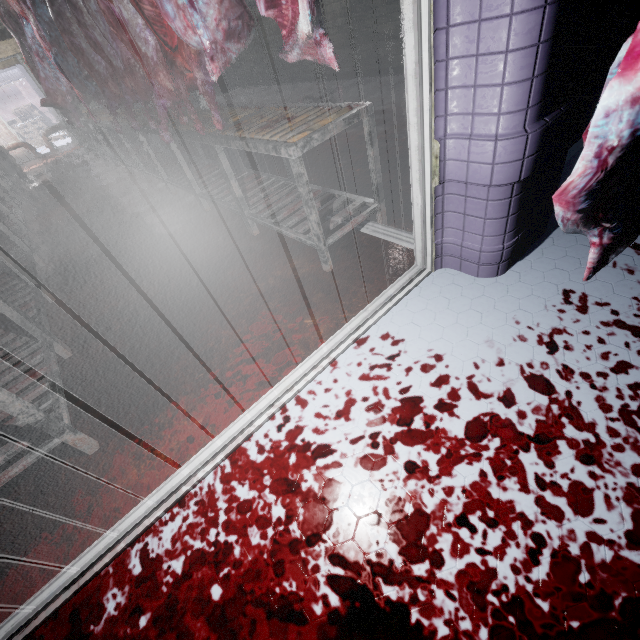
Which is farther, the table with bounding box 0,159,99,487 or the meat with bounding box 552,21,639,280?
the table with bounding box 0,159,99,487

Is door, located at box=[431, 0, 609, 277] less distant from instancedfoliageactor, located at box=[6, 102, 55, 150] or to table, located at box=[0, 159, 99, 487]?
table, located at box=[0, 159, 99, 487]

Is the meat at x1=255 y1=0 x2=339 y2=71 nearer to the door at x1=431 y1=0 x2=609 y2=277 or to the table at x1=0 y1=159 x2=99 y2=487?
the door at x1=431 y1=0 x2=609 y2=277

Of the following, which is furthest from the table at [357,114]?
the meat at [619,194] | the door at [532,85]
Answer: the meat at [619,194]

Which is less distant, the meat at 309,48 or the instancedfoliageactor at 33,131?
the meat at 309,48

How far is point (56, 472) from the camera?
1.57m

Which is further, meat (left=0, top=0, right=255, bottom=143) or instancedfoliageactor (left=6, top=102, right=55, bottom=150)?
instancedfoliageactor (left=6, top=102, right=55, bottom=150)

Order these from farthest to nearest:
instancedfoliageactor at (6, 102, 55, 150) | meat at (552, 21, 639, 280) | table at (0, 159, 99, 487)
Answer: instancedfoliageactor at (6, 102, 55, 150) → table at (0, 159, 99, 487) → meat at (552, 21, 639, 280)
